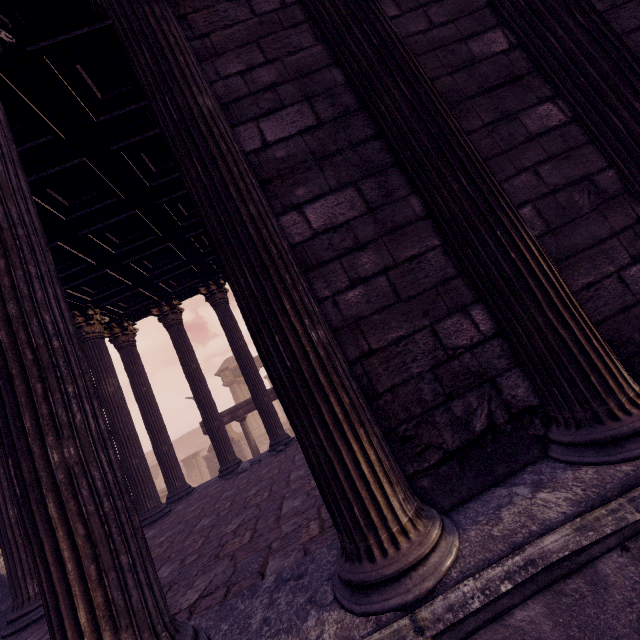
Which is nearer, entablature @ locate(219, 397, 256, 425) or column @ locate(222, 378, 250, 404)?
entablature @ locate(219, 397, 256, 425)

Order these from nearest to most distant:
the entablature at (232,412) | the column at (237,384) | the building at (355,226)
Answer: the building at (355,226), the entablature at (232,412), the column at (237,384)

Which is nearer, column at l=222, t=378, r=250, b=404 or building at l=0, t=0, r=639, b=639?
building at l=0, t=0, r=639, b=639

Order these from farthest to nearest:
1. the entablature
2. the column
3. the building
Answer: the column
the entablature
the building

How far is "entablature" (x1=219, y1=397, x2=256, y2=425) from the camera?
13.1 meters

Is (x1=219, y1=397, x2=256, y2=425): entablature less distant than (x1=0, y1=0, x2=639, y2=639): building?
No

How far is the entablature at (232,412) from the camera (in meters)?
13.09

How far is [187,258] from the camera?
7.6 meters
